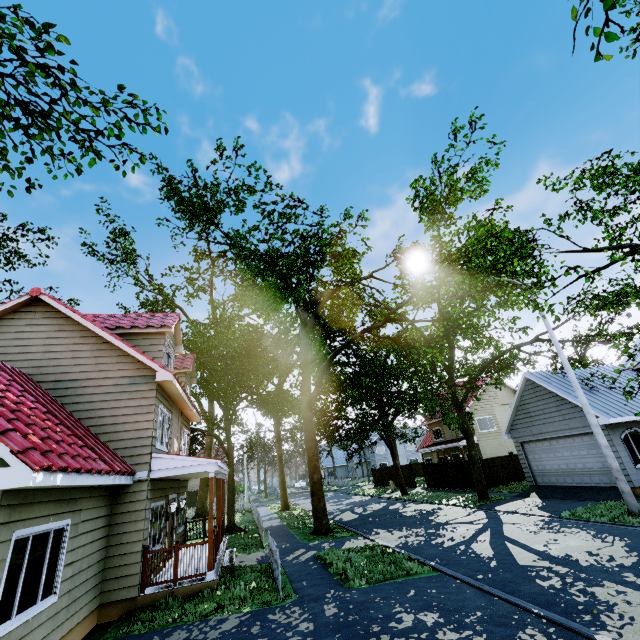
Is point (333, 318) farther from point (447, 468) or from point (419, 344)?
point (447, 468)

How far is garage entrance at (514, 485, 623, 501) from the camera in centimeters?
1438cm

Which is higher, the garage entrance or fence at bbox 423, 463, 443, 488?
fence at bbox 423, 463, 443, 488

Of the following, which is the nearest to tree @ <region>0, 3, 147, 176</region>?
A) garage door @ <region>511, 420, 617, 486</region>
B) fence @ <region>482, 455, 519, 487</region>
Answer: fence @ <region>482, 455, 519, 487</region>

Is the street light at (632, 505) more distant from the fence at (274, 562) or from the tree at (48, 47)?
the fence at (274, 562)

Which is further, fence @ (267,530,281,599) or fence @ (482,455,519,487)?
fence @ (482,455,519,487)

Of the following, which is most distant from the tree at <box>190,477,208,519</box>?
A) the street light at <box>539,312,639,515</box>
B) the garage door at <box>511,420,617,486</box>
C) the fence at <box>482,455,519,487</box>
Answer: the garage door at <box>511,420,617,486</box>

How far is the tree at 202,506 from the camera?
32.0m
